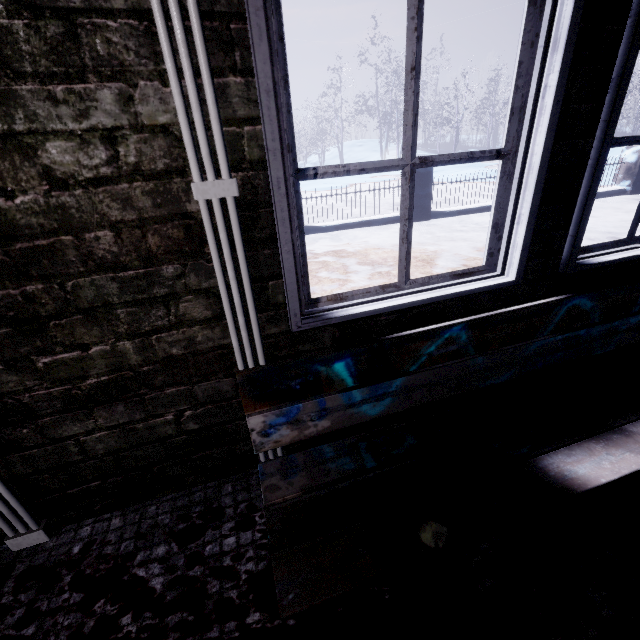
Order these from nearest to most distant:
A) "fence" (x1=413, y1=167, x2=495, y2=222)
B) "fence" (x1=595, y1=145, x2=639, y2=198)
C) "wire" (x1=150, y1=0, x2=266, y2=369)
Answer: "wire" (x1=150, y1=0, x2=266, y2=369) < "fence" (x1=413, y1=167, x2=495, y2=222) < "fence" (x1=595, y1=145, x2=639, y2=198)

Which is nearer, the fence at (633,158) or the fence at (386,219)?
the fence at (386,219)

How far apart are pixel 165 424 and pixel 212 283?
0.52m

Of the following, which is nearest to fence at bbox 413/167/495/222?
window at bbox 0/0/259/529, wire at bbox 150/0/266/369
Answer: window at bbox 0/0/259/529

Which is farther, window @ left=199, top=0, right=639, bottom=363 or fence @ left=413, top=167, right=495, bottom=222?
fence @ left=413, top=167, right=495, bottom=222

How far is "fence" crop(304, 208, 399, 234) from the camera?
5.71m

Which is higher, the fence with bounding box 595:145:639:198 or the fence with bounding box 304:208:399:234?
the fence with bounding box 595:145:639:198

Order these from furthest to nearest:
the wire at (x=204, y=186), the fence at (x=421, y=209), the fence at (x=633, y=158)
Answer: the fence at (x=633, y=158) → the fence at (x=421, y=209) → the wire at (x=204, y=186)
